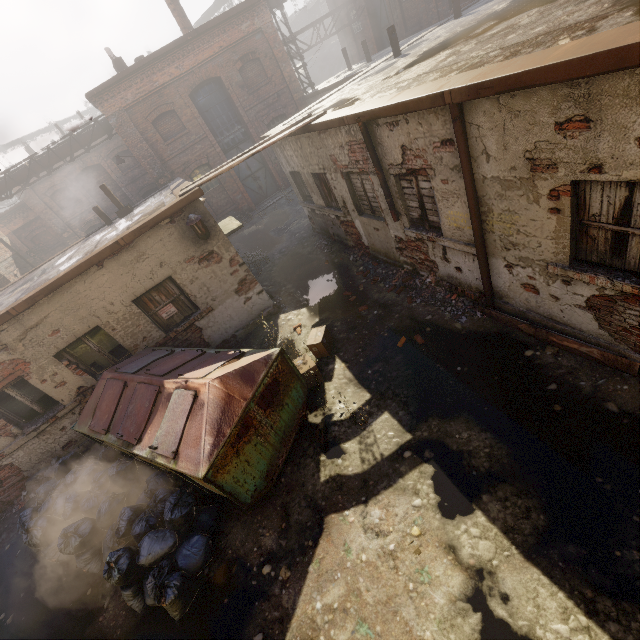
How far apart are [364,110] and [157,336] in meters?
6.7 m

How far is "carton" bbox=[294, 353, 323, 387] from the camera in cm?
626

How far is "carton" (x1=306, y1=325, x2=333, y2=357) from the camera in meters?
6.8 m

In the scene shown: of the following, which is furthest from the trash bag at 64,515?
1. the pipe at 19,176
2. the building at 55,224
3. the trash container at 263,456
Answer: the building at 55,224

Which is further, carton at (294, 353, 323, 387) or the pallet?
carton at (294, 353, 323, 387)

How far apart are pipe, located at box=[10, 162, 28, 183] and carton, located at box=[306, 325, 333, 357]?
17.4 meters

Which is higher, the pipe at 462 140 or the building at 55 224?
the building at 55 224

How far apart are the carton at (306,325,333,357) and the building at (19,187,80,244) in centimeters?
2293cm
